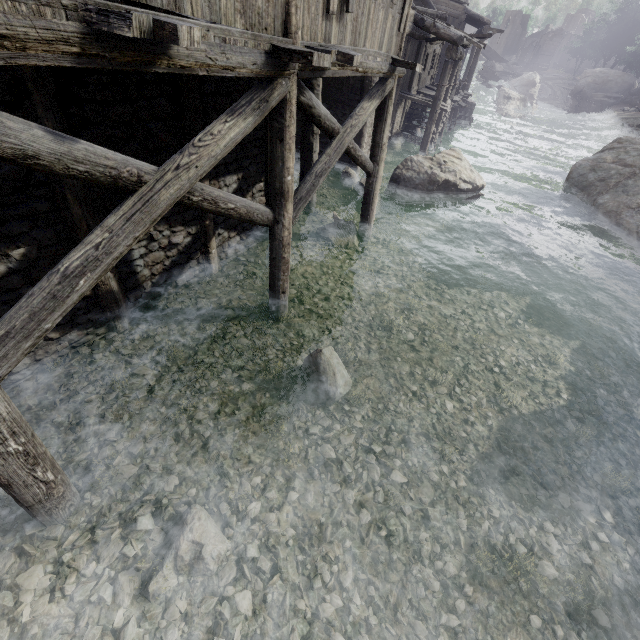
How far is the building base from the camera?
26.9m

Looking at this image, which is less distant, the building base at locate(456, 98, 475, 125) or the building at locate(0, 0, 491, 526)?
the building at locate(0, 0, 491, 526)

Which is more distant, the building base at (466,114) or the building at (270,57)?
the building base at (466,114)

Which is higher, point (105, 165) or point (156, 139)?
point (105, 165)

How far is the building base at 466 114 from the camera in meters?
26.9 m
